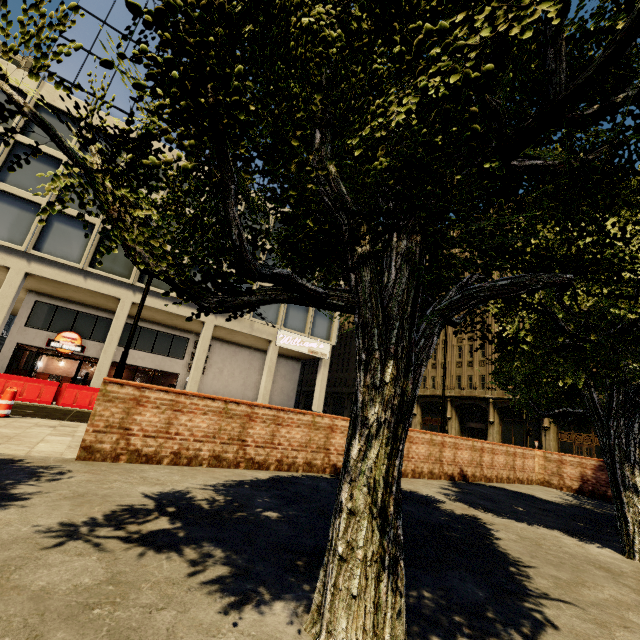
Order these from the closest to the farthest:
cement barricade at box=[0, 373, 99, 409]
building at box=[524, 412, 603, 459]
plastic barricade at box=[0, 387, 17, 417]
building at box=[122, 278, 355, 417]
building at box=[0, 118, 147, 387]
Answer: plastic barricade at box=[0, 387, 17, 417] → cement barricade at box=[0, 373, 99, 409] → building at box=[0, 118, 147, 387] → building at box=[122, 278, 355, 417] → building at box=[524, 412, 603, 459]

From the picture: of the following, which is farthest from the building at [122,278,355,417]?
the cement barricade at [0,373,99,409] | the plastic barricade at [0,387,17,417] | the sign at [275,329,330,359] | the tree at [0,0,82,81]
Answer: the plastic barricade at [0,387,17,417]

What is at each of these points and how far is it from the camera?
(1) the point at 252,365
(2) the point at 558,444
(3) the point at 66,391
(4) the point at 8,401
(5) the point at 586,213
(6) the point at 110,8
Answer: (1) building, 27.56m
(2) building, 28.33m
(3) cement barricade, 13.12m
(4) plastic barricade, 7.77m
(5) tree, 1.48m
(6) building, 23.20m

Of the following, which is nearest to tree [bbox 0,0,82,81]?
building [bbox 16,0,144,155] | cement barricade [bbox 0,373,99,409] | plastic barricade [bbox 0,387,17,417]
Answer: building [bbox 16,0,144,155]

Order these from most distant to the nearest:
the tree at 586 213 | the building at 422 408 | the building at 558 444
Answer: the building at 422 408
the building at 558 444
the tree at 586 213

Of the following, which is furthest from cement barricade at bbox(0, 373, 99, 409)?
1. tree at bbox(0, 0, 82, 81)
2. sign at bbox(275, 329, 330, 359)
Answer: tree at bbox(0, 0, 82, 81)

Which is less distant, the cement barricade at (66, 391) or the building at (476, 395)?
the cement barricade at (66, 391)

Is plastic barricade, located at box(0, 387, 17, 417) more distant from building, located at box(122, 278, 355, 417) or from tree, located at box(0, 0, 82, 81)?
building, located at box(122, 278, 355, 417)
